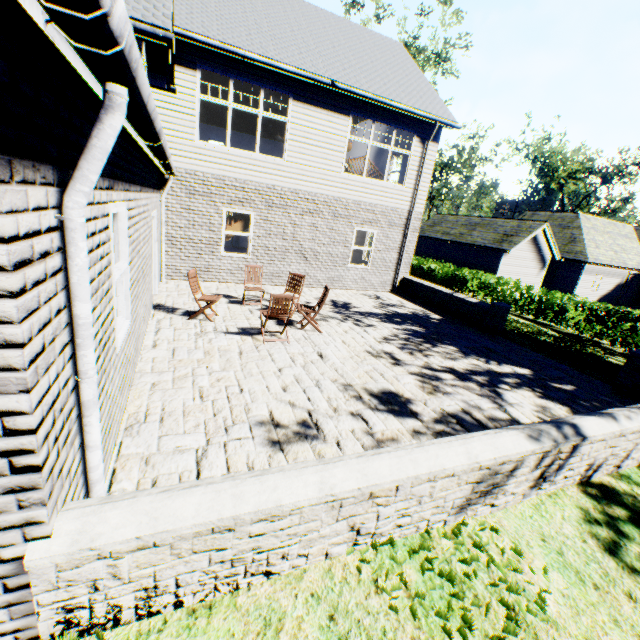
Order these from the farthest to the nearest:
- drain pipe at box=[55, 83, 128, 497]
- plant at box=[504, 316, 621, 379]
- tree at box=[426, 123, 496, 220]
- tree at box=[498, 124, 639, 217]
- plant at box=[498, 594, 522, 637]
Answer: tree at box=[498, 124, 639, 217] → tree at box=[426, 123, 496, 220] → plant at box=[504, 316, 621, 379] → plant at box=[498, 594, 522, 637] → drain pipe at box=[55, 83, 128, 497]

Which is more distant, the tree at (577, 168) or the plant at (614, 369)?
the tree at (577, 168)

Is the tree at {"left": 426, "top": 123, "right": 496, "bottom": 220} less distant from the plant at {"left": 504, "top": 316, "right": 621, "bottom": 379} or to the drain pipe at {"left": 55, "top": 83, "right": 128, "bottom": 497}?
the plant at {"left": 504, "top": 316, "right": 621, "bottom": 379}

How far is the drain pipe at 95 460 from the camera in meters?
1.7

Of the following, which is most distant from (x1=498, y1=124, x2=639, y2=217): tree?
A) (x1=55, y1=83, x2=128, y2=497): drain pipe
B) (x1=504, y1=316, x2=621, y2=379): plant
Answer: (x1=55, y1=83, x2=128, y2=497): drain pipe

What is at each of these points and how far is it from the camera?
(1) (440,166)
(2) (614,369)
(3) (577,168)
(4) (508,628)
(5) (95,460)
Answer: (1) tree, 39.38m
(2) plant, 10.39m
(3) tree, 44.00m
(4) plant, 2.41m
(5) drain pipe, 2.31m
